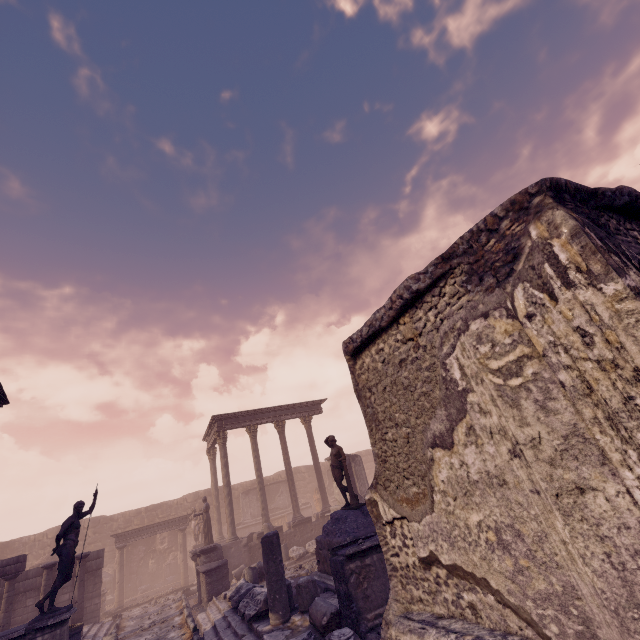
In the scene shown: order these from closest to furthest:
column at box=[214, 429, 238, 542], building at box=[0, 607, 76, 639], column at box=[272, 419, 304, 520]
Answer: building at box=[0, 607, 76, 639], column at box=[214, 429, 238, 542], column at box=[272, 419, 304, 520]

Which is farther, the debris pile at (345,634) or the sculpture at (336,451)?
the sculpture at (336,451)

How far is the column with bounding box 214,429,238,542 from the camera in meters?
16.5

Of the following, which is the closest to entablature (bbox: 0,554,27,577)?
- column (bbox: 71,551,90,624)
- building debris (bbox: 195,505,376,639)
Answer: column (bbox: 71,551,90,624)

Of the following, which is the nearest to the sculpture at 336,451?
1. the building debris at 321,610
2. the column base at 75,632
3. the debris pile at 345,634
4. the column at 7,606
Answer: the building debris at 321,610

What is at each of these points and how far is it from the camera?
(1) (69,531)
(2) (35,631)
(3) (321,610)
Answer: (1) sculpture, 8.86m
(2) building, 7.63m
(3) building debris, 6.33m

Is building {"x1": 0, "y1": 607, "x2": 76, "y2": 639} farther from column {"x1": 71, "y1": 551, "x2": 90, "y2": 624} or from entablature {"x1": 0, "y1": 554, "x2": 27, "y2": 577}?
entablature {"x1": 0, "y1": 554, "x2": 27, "y2": 577}

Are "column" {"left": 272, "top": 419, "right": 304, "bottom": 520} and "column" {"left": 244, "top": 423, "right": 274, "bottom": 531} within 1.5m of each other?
yes
